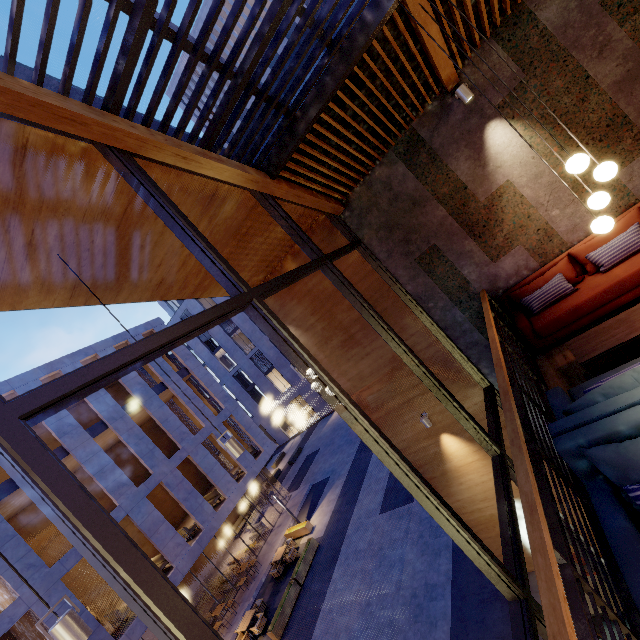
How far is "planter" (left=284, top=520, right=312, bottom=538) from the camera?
17.8 meters

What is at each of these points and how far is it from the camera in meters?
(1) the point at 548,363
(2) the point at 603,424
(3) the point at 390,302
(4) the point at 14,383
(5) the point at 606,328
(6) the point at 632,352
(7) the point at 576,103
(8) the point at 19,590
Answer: (1) building, 4.8 m
(2) couch, 2.3 m
(3) building, 6.8 m
(4) building, 15.3 m
(5) coffee table, 3.9 m
(6) building, 3.8 m
(7) building, 4.7 m
(8) building, 11.9 m

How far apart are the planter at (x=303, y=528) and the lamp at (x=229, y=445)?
16.7 meters

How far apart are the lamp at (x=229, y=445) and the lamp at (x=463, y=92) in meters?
5.9

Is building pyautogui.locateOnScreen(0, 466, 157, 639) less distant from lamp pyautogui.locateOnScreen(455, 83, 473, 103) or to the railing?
the railing

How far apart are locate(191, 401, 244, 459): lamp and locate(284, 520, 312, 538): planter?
16.7m

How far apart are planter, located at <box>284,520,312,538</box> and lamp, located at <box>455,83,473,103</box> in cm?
1979

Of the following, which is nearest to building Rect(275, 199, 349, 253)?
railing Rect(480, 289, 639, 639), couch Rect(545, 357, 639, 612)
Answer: railing Rect(480, 289, 639, 639)
